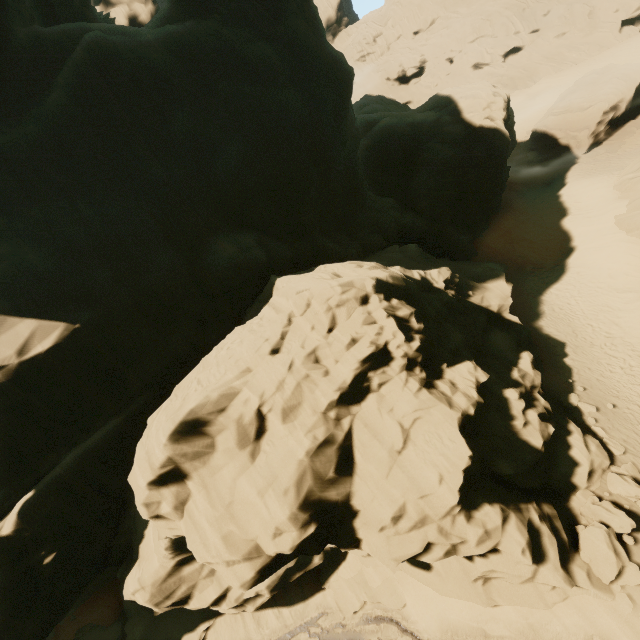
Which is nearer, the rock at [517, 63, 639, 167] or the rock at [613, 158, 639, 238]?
the rock at [613, 158, 639, 238]

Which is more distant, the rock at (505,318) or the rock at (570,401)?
the rock at (570,401)

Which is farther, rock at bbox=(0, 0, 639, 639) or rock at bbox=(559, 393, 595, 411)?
rock at bbox=(559, 393, 595, 411)

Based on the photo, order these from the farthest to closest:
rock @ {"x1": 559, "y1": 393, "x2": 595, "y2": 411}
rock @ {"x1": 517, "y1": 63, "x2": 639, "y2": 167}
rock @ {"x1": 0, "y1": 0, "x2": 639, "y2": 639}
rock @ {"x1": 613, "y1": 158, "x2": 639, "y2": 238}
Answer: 1. rock @ {"x1": 517, "y1": 63, "x2": 639, "y2": 167}
2. rock @ {"x1": 613, "y1": 158, "x2": 639, "y2": 238}
3. rock @ {"x1": 559, "y1": 393, "x2": 595, "y2": 411}
4. rock @ {"x1": 0, "y1": 0, "x2": 639, "y2": 639}

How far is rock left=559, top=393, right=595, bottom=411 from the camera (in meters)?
16.08

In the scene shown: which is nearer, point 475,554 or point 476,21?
point 475,554

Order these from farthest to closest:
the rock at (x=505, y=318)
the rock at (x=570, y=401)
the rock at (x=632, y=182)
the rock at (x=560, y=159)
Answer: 1. the rock at (x=560, y=159)
2. the rock at (x=632, y=182)
3. the rock at (x=570, y=401)
4. the rock at (x=505, y=318)
